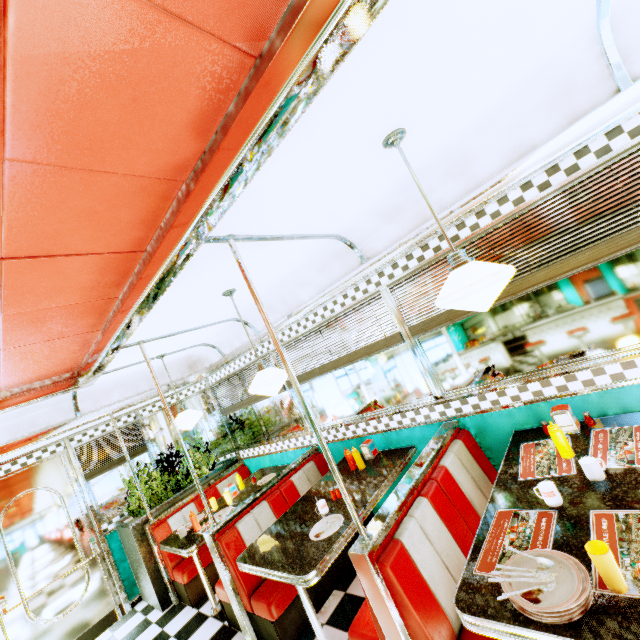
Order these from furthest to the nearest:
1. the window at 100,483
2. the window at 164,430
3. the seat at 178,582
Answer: the window at 164,430
the window at 100,483
the seat at 178,582

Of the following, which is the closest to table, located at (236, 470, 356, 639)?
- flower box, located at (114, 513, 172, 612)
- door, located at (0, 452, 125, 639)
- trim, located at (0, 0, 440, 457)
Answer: trim, located at (0, 0, 440, 457)

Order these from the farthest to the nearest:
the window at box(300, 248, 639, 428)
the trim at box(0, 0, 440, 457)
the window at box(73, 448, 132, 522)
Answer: the window at box(73, 448, 132, 522) < the window at box(300, 248, 639, 428) < the trim at box(0, 0, 440, 457)

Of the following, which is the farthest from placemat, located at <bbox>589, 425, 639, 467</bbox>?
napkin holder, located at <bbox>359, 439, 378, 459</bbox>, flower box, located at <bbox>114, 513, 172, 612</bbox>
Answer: flower box, located at <bbox>114, 513, 172, 612</bbox>

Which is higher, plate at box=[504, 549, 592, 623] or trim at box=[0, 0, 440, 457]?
trim at box=[0, 0, 440, 457]

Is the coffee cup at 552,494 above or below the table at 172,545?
above

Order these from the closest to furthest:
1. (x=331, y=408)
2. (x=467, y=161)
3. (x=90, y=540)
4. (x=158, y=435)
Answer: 1. (x=467, y=161)
2. (x=331, y=408)
3. (x=90, y=540)
4. (x=158, y=435)

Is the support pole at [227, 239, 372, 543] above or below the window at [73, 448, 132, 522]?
below
